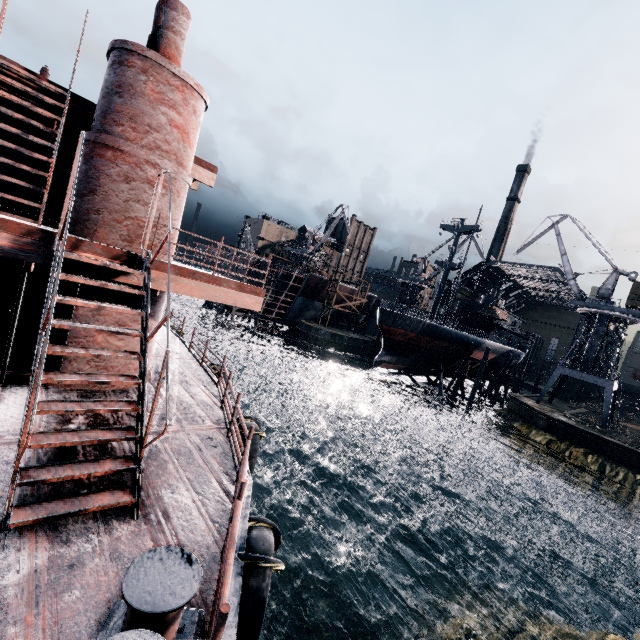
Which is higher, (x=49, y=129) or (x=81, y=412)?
(x=49, y=129)

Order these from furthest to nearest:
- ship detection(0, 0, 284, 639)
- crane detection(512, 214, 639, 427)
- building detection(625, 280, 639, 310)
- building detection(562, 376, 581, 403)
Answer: building detection(562, 376, 581, 403) < crane detection(512, 214, 639, 427) < building detection(625, 280, 639, 310) < ship detection(0, 0, 284, 639)

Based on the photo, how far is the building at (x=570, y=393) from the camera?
59.09m

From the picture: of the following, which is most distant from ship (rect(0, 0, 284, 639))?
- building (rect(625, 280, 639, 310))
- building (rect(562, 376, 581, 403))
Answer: building (rect(625, 280, 639, 310))

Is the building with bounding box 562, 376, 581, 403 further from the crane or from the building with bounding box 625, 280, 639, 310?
the building with bounding box 625, 280, 639, 310

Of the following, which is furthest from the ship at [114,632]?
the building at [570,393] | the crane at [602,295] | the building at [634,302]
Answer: the building at [634,302]

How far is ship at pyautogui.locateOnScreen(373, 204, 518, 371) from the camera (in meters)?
41.88

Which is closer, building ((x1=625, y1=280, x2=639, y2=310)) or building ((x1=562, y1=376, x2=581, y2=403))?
building ((x1=625, y1=280, x2=639, y2=310))
